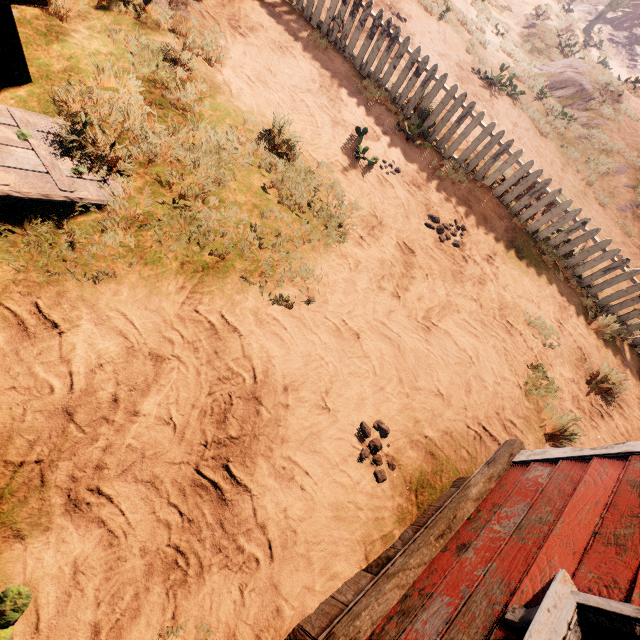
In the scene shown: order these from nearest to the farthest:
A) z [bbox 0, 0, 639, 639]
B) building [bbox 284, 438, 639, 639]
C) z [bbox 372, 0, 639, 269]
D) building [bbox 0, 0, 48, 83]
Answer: building [bbox 284, 438, 639, 639]
z [bbox 0, 0, 639, 639]
building [bbox 0, 0, 48, 83]
z [bbox 372, 0, 639, 269]

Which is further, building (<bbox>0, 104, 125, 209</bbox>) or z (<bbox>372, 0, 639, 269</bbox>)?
z (<bbox>372, 0, 639, 269</bbox>)

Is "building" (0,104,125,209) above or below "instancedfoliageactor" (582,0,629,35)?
below

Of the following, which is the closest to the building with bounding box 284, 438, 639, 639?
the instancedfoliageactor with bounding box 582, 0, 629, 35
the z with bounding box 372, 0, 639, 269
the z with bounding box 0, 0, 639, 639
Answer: the z with bounding box 0, 0, 639, 639

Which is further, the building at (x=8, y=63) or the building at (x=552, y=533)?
the building at (x=8, y=63)

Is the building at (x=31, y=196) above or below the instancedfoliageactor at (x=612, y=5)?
below

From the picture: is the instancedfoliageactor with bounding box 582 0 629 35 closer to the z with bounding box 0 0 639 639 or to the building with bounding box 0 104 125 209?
the z with bounding box 0 0 639 639

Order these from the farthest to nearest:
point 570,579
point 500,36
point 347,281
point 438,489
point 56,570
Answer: point 500,36 → point 347,281 → point 438,489 → point 56,570 → point 570,579
